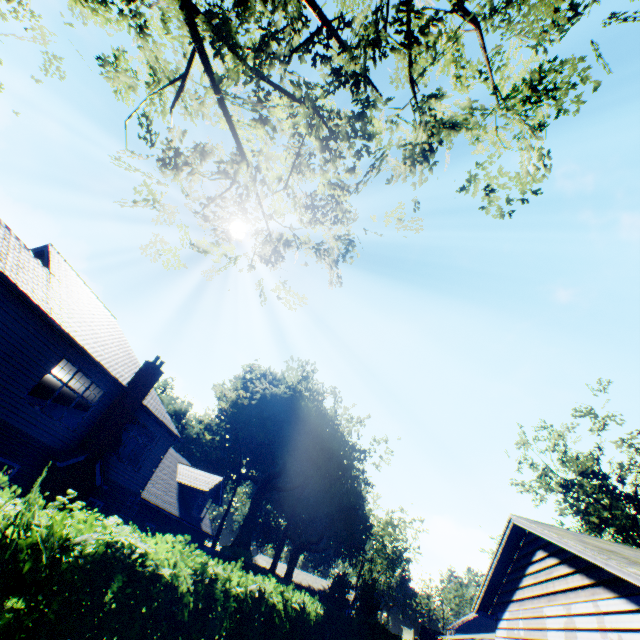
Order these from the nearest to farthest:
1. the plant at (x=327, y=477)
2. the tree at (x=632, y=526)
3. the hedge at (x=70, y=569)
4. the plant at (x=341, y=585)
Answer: the hedge at (x=70, y=569), the tree at (x=632, y=526), the plant at (x=341, y=585), the plant at (x=327, y=477)

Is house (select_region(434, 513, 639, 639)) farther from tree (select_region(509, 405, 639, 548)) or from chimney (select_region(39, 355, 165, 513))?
chimney (select_region(39, 355, 165, 513))

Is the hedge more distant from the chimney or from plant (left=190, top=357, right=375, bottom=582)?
plant (left=190, top=357, right=375, bottom=582)

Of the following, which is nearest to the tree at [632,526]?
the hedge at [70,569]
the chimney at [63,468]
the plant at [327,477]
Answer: the plant at [327,477]

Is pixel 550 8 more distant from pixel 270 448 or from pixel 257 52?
pixel 270 448

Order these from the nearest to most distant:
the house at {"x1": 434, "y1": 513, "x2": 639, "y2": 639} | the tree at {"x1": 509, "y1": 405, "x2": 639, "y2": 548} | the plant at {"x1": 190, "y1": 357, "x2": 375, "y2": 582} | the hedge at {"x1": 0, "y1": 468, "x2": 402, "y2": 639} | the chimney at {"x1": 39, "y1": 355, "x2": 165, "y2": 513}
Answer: the hedge at {"x1": 0, "y1": 468, "x2": 402, "y2": 639}, the house at {"x1": 434, "y1": 513, "x2": 639, "y2": 639}, the chimney at {"x1": 39, "y1": 355, "x2": 165, "y2": 513}, the tree at {"x1": 509, "y1": 405, "x2": 639, "y2": 548}, the plant at {"x1": 190, "y1": 357, "x2": 375, "y2": 582}
